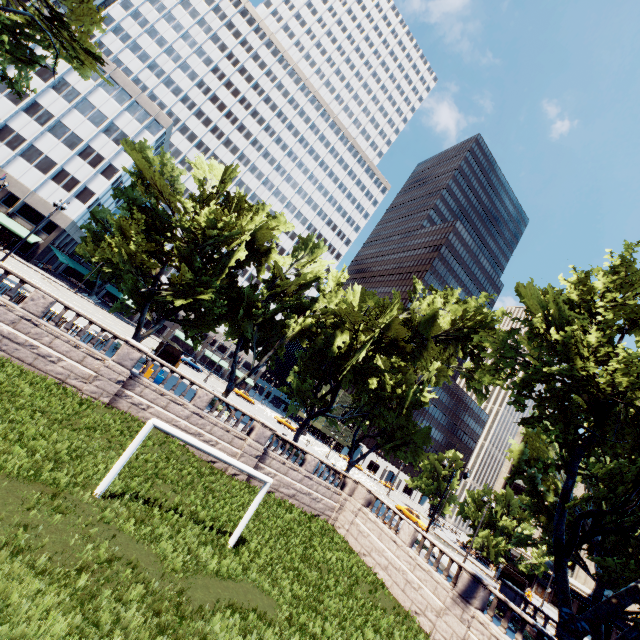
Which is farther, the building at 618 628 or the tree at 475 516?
the building at 618 628

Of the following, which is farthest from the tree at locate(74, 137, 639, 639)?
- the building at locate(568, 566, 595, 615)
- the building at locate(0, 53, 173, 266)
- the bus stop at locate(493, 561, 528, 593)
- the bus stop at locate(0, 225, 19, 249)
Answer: the building at locate(568, 566, 595, 615)

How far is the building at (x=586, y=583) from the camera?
56.38m

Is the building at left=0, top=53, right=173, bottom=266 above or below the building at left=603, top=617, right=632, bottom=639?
above

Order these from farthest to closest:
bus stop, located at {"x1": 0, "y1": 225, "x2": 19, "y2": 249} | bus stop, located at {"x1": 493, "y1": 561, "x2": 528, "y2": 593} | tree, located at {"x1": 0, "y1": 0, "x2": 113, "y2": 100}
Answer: bus stop, located at {"x1": 0, "y1": 225, "x2": 19, "y2": 249}
bus stop, located at {"x1": 493, "y1": 561, "x2": 528, "y2": 593}
tree, located at {"x1": 0, "y1": 0, "x2": 113, "y2": 100}

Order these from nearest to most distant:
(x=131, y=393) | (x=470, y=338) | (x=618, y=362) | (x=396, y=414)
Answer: (x=618, y=362) → (x=131, y=393) → (x=470, y=338) → (x=396, y=414)

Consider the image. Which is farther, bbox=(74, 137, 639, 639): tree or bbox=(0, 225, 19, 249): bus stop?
bbox=(0, 225, 19, 249): bus stop

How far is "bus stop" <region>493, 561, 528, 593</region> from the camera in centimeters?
4122cm
